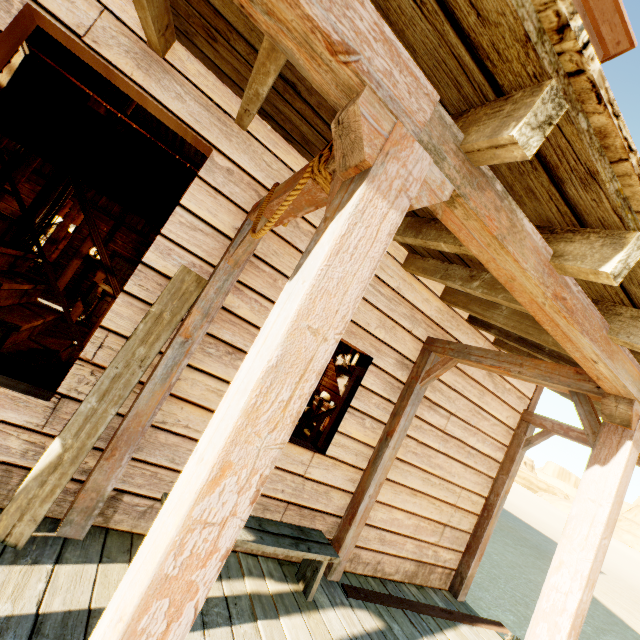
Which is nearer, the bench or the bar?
the bench

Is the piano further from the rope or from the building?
the rope

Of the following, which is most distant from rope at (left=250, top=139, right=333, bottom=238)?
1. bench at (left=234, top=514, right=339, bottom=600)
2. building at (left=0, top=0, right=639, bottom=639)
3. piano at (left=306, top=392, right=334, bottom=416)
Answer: piano at (left=306, top=392, right=334, bottom=416)

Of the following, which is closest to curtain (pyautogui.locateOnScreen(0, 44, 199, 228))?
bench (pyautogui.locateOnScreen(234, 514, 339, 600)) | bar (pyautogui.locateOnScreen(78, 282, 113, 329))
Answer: bench (pyautogui.locateOnScreen(234, 514, 339, 600))

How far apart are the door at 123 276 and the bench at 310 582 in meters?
11.0 m

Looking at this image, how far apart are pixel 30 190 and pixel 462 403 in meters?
13.5

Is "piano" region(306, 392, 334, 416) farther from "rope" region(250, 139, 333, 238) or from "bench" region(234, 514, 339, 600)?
"rope" region(250, 139, 333, 238)

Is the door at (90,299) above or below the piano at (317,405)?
below
